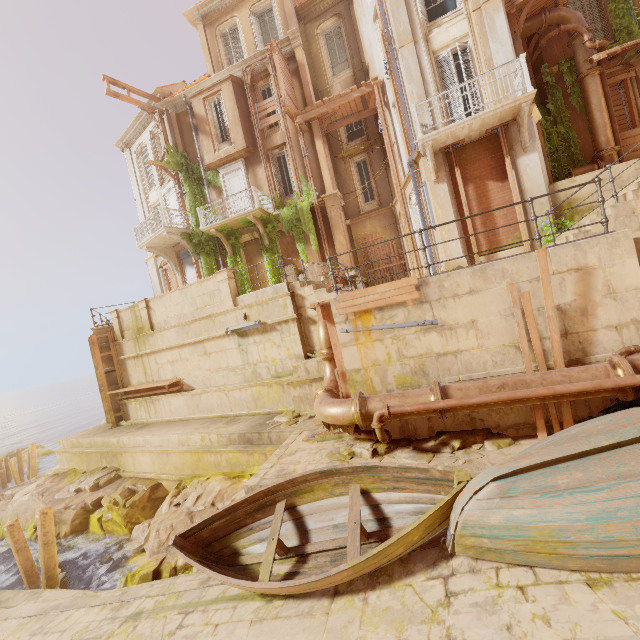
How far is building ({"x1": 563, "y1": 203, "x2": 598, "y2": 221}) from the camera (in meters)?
9.97

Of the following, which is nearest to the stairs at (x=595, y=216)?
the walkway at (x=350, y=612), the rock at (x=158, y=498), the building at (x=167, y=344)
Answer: the building at (x=167, y=344)

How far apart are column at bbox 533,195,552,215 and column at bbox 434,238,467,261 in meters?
1.3

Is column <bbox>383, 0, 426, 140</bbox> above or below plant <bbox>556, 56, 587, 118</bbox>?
above

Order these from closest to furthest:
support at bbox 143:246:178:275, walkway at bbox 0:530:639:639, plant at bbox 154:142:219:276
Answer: walkway at bbox 0:530:639:639
plant at bbox 154:142:219:276
support at bbox 143:246:178:275

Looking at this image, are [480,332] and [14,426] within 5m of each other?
no

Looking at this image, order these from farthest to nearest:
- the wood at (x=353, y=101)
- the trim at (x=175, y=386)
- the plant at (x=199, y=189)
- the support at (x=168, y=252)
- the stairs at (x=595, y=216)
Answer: the support at (x=168, y=252) < the plant at (x=199, y=189) < the wood at (x=353, y=101) < the trim at (x=175, y=386) < the stairs at (x=595, y=216)

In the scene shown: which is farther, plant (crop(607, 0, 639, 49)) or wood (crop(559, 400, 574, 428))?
plant (crop(607, 0, 639, 49))
